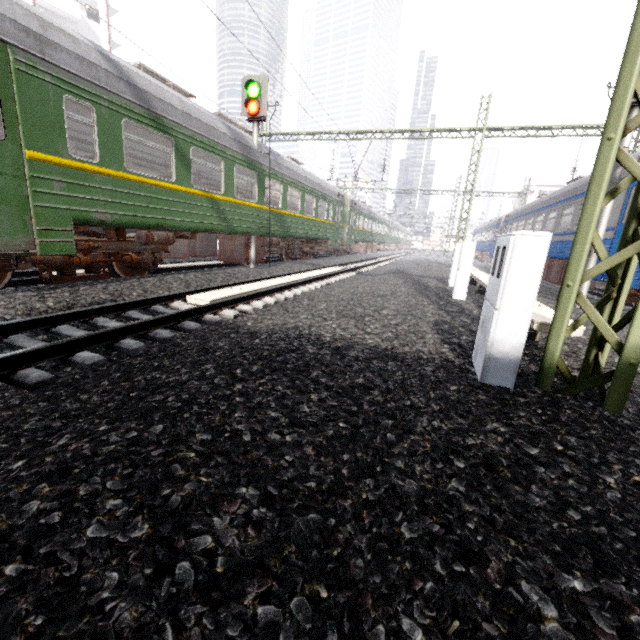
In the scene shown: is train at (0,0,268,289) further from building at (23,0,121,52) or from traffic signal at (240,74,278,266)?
building at (23,0,121,52)

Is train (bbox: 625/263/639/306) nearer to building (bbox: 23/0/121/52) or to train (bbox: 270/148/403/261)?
train (bbox: 270/148/403/261)

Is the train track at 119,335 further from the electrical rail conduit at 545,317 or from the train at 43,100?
the electrical rail conduit at 545,317

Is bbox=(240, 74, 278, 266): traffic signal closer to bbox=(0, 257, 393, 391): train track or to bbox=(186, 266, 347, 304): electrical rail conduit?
bbox=(0, 257, 393, 391): train track

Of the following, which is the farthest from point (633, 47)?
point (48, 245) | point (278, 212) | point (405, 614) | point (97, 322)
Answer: point (278, 212)

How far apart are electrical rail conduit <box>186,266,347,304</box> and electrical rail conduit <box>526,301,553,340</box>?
5.0 meters

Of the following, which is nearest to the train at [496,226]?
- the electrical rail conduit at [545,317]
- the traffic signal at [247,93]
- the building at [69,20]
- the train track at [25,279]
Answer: the electrical rail conduit at [545,317]

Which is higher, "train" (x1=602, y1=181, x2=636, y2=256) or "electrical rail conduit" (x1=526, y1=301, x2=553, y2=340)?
"train" (x1=602, y1=181, x2=636, y2=256)
